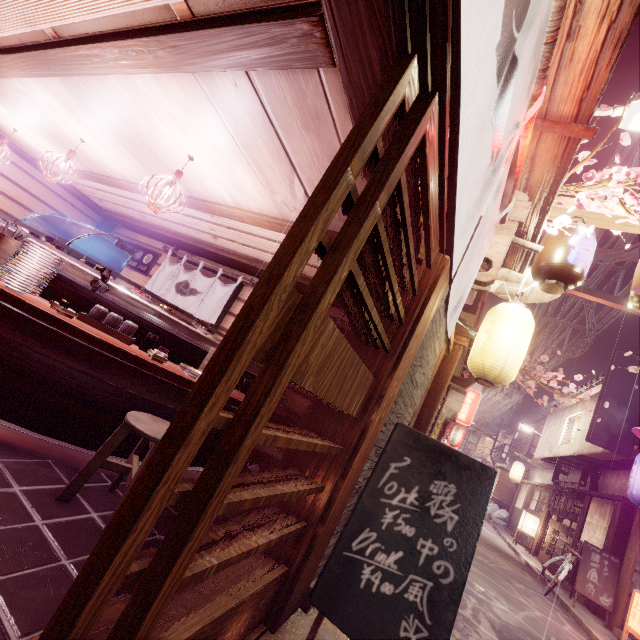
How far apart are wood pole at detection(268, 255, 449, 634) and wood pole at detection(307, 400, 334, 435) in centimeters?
41cm

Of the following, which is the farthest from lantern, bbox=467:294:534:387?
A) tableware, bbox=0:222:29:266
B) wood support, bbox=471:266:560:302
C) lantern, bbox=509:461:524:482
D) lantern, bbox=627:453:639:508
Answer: lantern, bbox=509:461:524:482

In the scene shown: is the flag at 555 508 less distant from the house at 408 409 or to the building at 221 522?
the house at 408 409

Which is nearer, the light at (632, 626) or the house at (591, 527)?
the light at (632, 626)

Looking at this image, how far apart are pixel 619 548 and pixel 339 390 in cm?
2097

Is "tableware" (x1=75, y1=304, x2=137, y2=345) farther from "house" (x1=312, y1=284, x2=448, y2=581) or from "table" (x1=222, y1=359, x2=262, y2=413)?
"house" (x1=312, y1=284, x2=448, y2=581)

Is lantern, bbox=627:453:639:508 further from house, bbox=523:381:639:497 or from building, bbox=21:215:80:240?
building, bbox=21:215:80:240

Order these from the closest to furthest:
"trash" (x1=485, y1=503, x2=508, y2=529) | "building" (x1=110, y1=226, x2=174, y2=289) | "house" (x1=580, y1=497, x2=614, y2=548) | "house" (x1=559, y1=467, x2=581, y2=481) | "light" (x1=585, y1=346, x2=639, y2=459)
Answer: "building" (x1=110, y1=226, x2=174, y2=289)
"house" (x1=580, y1=497, x2=614, y2=548)
"light" (x1=585, y1=346, x2=639, y2=459)
"house" (x1=559, y1=467, x2=581, y2=481)
"trash" (x1=485, y1=503, x2=508, y2=529)
